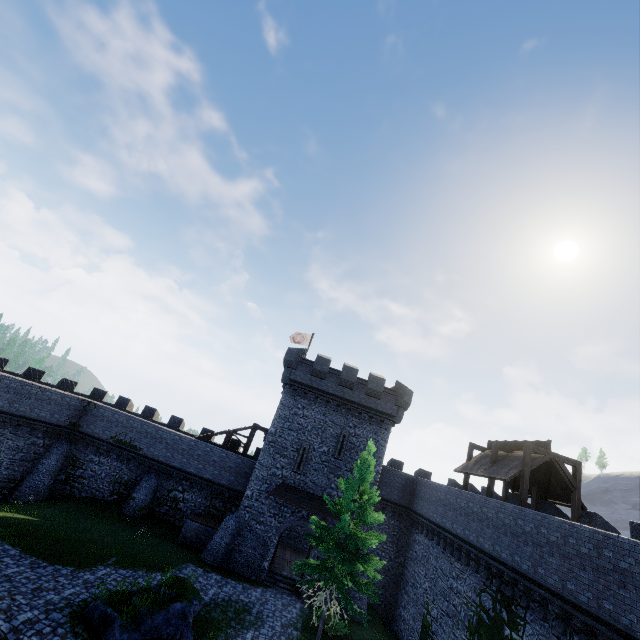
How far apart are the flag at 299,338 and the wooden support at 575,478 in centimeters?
2147cm

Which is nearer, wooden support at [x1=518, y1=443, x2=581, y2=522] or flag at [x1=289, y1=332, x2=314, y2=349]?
wooden support at [x1=518, y1=443, x2=581, y2=522]

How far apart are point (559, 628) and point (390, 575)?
17.5m

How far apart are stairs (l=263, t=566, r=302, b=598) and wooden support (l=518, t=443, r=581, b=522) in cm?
1617

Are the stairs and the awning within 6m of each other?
yes

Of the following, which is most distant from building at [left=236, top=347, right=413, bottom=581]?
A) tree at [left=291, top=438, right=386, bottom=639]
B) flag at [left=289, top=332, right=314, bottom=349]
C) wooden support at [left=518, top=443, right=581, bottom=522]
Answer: wooden support at [left=518, top=443, right=581, bottom=522]

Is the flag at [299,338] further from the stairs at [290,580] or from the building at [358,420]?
the stairs at [290,580]

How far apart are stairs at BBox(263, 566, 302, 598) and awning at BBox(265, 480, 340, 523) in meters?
4.4 m
